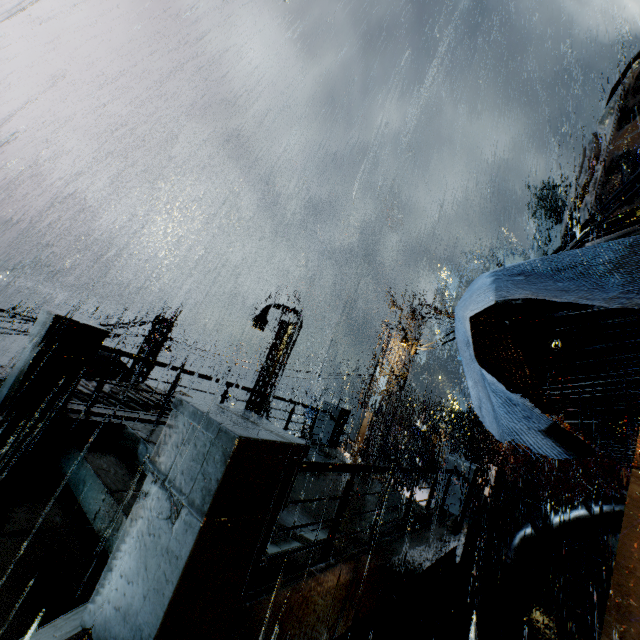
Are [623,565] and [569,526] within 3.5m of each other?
no

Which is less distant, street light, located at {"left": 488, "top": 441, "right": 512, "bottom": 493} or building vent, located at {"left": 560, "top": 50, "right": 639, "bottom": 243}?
building vent, located at {"left": 560, "top": 50, "right": 639, "bottom": 243}

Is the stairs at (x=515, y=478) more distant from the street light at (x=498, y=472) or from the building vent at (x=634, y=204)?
the building vent at (x=634, y=204)

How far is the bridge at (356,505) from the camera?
6.5m

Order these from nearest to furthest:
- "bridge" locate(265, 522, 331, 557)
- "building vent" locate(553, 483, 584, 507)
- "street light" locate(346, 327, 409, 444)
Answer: "bridge" locate(265, 522, 331, 557) < "street light" locate(346, 327, 409, 444) < "building vent" locate(553, 483, 584, 507)

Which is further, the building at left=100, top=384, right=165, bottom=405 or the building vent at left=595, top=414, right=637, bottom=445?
the building at left=100, top=384, right=165, bottom=405

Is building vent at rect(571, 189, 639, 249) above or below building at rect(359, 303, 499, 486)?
above

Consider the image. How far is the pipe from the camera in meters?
8.8 m
